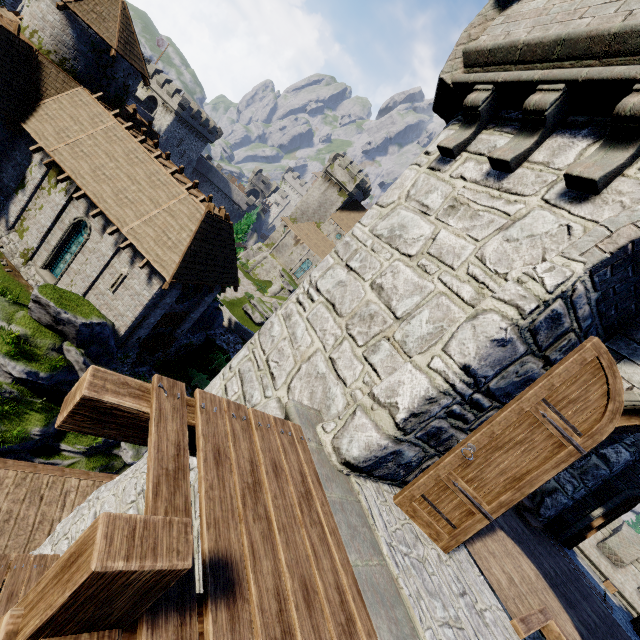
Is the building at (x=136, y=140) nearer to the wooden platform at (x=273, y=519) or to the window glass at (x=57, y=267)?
the window glass at (x=57, y=267)

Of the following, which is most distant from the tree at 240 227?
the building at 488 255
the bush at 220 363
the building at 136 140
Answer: the building at 488 255

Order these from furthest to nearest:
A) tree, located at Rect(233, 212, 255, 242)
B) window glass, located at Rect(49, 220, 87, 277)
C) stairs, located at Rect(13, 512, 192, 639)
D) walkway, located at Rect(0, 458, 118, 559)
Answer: tree, located at Rect(233, 212, 255, 242)
window glass, located at Rect(49, 220, 87, 277)
walkway, located at Rect(0, 458, 118, 559)
stairs, located at Rect(13, 512, 192, 639)

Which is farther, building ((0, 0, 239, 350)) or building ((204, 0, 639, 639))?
building ((0, 0, 239, 350))

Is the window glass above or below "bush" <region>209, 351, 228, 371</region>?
above

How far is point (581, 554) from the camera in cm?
2112

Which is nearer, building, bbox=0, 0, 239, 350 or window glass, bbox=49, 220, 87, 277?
building, bbox=0, 0, 239, 350

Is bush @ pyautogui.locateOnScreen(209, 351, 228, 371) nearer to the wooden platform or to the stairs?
the stairs
